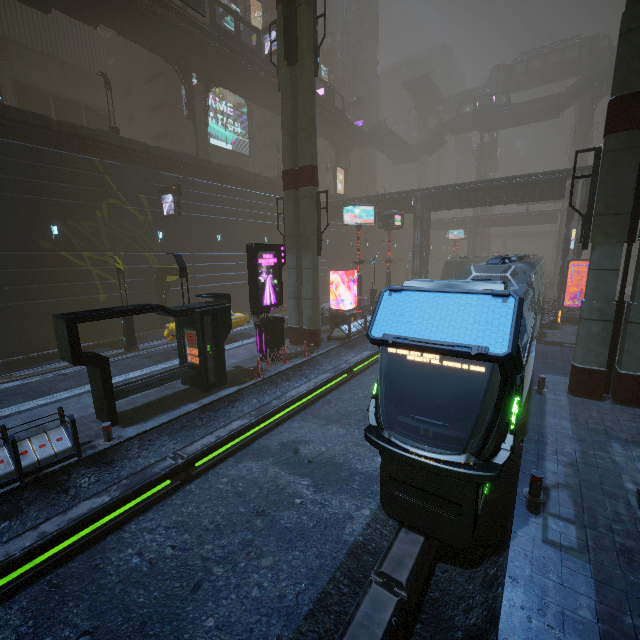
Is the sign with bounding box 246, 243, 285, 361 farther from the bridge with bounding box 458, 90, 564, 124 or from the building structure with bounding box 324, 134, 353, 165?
the bridge with bounding box 458, 90, 564, 124

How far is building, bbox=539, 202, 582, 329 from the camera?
23.0 meters

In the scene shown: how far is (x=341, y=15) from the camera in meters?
57.5 m

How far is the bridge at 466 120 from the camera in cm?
5250

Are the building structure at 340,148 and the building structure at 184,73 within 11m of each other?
no

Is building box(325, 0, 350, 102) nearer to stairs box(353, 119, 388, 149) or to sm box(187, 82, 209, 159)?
sm box(187, 82, 209, 159)

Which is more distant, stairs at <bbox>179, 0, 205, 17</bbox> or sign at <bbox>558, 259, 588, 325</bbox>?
sign at <bbox>558, 259, 588, 325</bbox>

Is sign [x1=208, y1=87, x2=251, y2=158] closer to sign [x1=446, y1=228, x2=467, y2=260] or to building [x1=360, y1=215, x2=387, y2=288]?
building [x1=360, y1=215, x2=387, y2=288]
